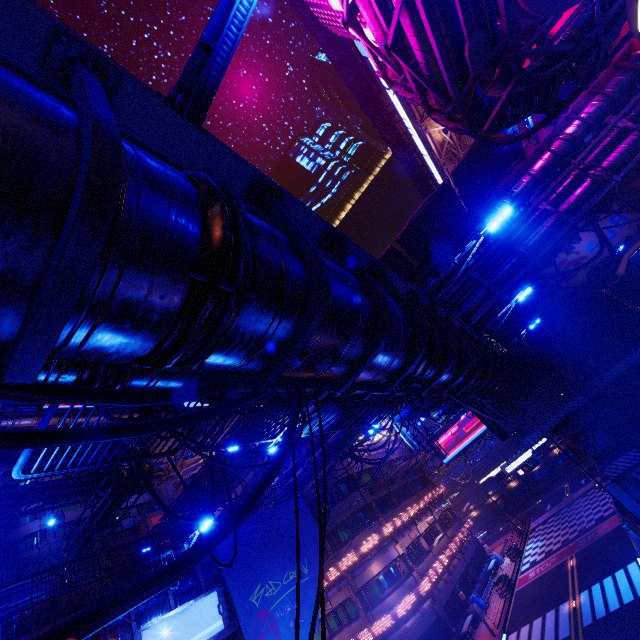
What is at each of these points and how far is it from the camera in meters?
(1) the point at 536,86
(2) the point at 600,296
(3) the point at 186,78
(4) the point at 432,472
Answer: (1) pipe, 13.2 m
(2) walkway, 25.5 m
(3) street light, 3.4 m
(4) pipe, 48.6 m

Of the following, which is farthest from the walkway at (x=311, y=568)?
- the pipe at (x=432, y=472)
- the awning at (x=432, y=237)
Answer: the pipe at (x=432, y=472)

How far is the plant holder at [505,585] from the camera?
27.3 meters

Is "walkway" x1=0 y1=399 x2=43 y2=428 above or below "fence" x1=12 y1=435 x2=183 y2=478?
above

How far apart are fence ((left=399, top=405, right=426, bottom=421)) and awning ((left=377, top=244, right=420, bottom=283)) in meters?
6.0

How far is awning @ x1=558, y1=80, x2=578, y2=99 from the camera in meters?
17.0

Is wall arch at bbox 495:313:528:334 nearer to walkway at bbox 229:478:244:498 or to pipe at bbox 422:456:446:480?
pipe at bbox 422:456:446:480

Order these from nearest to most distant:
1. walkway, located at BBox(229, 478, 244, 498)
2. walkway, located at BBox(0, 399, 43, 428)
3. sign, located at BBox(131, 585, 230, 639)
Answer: sign, located at BBox(131, 585, 230, 639) → walkway, located at BBox(229, 478, 244, 498) → walkway, located at BBox(0, 399, 43, 428)
